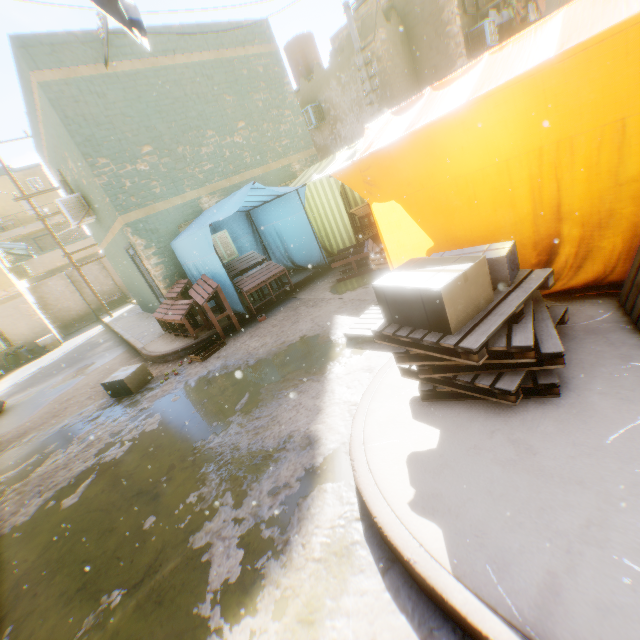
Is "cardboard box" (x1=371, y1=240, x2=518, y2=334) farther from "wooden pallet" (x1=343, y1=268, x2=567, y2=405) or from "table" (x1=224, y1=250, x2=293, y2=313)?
"table" (x1=224, y1=250, x2=293, y2=313)

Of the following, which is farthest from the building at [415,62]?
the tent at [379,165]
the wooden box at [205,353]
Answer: the wooden box at [205,353]

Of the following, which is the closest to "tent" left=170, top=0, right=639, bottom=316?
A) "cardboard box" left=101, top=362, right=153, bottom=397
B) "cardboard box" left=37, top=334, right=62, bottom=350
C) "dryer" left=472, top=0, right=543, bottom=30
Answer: "dryer" left=472, top=0, right=543, bottom=30

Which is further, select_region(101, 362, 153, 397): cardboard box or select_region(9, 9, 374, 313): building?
select_region(9, 9, 374, 313): building

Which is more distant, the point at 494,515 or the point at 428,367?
the point at 428,367

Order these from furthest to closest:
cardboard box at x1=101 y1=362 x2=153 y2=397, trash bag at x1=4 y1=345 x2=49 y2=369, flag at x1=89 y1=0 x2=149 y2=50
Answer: trash bag at x1=4 y1=345 x2=49 y2=369 → cardboard box at x1=101 y1=362 x2=153 y2=397 → flag at x1=89 y1=0 x2=149 y2=50

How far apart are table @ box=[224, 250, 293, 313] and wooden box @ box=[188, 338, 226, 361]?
0.9 meters

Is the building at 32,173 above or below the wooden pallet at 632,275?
above
